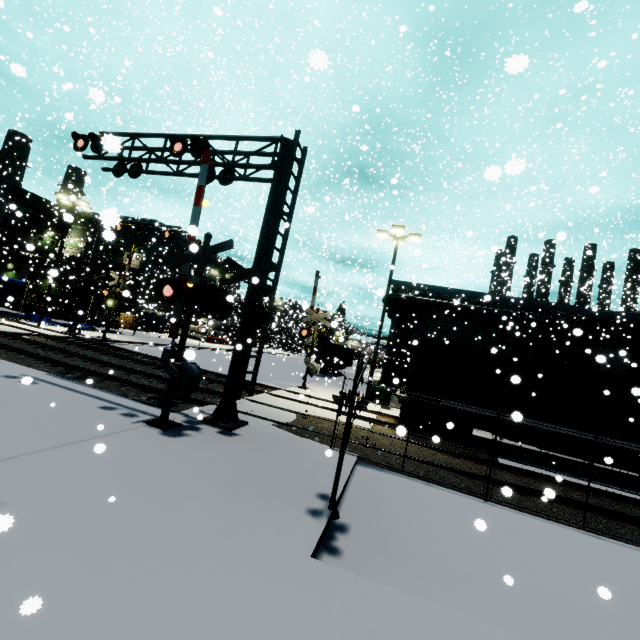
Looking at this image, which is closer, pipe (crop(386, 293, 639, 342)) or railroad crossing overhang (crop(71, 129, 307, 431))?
railroad crossing overhang (crop(71, 129, 307, 431))

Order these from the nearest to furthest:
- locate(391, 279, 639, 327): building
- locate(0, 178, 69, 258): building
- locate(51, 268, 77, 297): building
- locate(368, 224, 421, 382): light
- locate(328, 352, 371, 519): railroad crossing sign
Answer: locate(328, 352, 371, 519): railroad crossing sign < locate(368, 224, 421, 382): light < locate(391, 279, 639, 327): building < locate(51, 268, 77, 297): building < locate(0, 178, 69, 258): building

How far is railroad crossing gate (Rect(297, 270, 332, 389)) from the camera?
19.8 meters

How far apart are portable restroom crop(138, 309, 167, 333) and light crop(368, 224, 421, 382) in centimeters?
3064cm

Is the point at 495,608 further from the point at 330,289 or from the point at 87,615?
the point at 330,289

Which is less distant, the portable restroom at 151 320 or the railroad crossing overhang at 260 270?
the railroad crossing overhang at 260 270

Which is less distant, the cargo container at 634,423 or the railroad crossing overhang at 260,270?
the railroad crossing overhang at 260,270

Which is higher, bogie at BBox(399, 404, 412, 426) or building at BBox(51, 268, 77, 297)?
building at BBox(51, 268, 77, 297)
